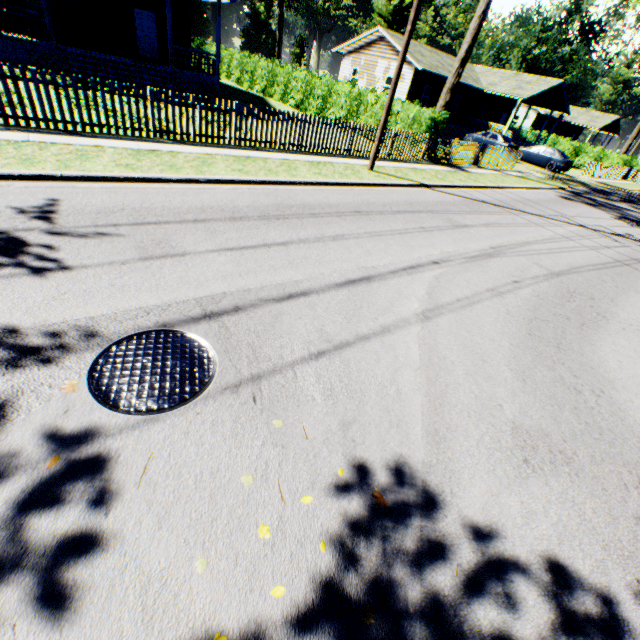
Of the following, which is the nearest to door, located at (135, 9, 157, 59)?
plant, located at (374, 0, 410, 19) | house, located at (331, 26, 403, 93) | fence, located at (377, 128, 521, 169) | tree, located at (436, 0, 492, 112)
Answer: fence, located at (377, 128, 521, 169)

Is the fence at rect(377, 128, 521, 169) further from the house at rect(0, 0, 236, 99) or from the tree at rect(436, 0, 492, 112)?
the house at rect(0, 0, 236, 99)

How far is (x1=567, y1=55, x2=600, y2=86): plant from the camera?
56.6m

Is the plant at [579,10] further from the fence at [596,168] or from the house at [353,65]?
the house at [353,65]

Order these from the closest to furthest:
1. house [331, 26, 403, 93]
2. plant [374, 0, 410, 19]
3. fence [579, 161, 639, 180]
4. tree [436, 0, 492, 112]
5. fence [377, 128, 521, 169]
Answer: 1. fence [377, 128, 521, 169]
2. tree [436, 0, 492, 112]
3. house [331, 26, 403, 93]
4. fence [579, 161, 639, 180]
5. plant [374, 0, 410, 19]

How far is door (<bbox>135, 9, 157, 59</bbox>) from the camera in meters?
18.8 m

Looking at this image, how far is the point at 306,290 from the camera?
4.9m

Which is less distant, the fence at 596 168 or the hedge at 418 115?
the hedge at 418 115
